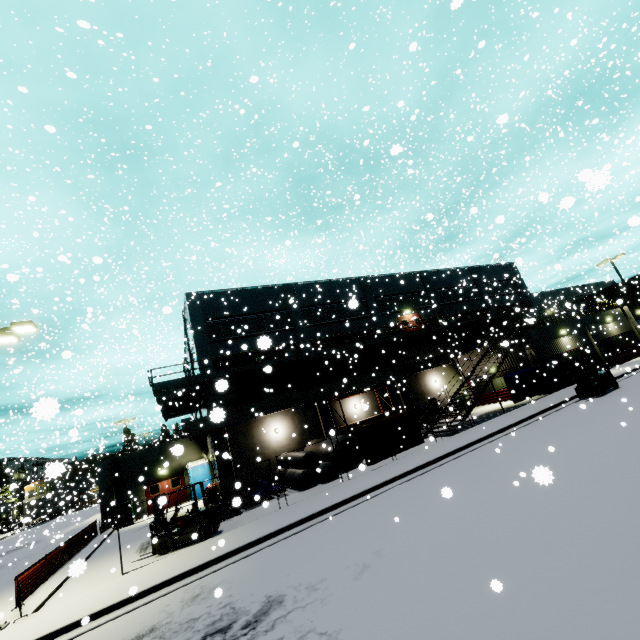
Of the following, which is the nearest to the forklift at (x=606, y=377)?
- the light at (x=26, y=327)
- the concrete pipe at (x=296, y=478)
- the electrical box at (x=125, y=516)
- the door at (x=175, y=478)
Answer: the concrete pipe at (x=296, y=478)

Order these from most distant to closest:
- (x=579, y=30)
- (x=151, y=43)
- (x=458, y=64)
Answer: (x=458, y=64), (x=579, y=30), (x=151, y=43)

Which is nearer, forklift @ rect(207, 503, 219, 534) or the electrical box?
forklift @ rect(207, 503, 219, 534)

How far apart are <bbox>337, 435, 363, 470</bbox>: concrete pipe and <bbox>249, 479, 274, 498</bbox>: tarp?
2.7 meters

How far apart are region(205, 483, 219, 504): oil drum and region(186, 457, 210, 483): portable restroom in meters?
3.8 m

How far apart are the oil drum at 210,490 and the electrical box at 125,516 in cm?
706

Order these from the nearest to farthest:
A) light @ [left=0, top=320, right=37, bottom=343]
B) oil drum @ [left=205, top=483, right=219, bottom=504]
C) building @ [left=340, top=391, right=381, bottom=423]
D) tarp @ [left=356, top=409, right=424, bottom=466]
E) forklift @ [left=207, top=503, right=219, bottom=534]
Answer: light @ [left=0, top=320, right=37, bottom=343] < forklift @ [left=207, top=503, right=219, bottom=534] < tarp @ [left=356, top=409, right=424, bottom=466] < oil drum @ [left=205, top=483, right=219, bottom=504] < building @ [left=340, top=391, right=381, bottom=423]

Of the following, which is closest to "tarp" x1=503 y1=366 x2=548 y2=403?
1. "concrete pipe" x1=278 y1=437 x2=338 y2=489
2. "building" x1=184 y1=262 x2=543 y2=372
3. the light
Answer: "building" x1=184 y1=262 x2=543 y2=372
